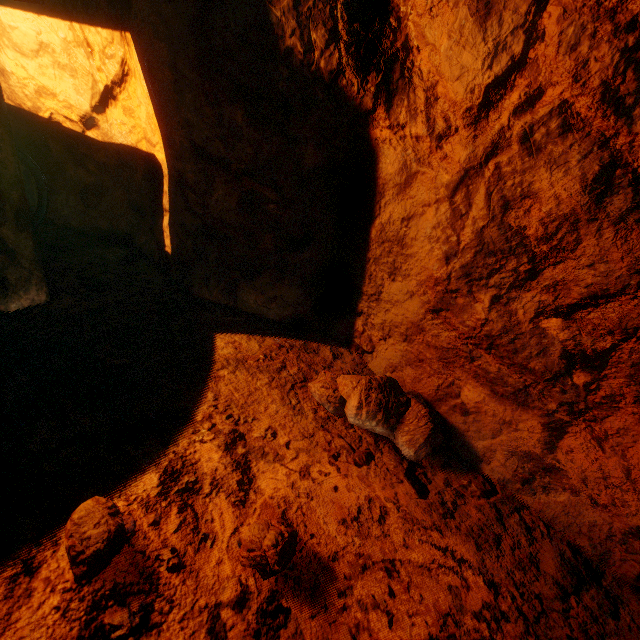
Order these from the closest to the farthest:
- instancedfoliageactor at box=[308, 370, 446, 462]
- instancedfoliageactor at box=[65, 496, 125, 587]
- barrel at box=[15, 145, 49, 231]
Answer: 1. instancedfoliageactor at box=[65, 496, 125, 587]
2. instancedfoliageactor at box=[308, 370, 446, 462]
3. barrel at box=[15, 145, 49, 231]

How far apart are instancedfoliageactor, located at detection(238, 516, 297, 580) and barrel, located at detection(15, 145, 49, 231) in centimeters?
199cm

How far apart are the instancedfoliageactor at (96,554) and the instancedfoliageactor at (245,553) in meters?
0.3 m

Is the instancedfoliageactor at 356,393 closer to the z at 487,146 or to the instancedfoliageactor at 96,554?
the z at 487,146

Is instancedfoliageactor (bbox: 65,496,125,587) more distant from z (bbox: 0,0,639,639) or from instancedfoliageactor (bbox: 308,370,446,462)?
instancedfoliageactor (bbox: 308,370,446,462)

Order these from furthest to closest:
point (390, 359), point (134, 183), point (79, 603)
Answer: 1. point (134, 183)
2. point (390, 359)
3. point (79, 603)

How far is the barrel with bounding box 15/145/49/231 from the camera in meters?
2.0

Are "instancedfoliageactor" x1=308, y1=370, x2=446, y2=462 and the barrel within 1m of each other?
no
